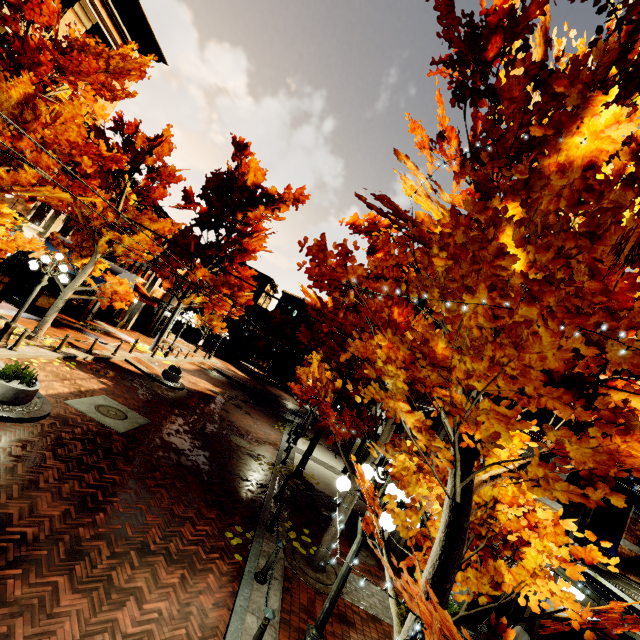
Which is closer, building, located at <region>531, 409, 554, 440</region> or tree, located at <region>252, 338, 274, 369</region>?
building, located at <region>531, 409, 554, 440</region>

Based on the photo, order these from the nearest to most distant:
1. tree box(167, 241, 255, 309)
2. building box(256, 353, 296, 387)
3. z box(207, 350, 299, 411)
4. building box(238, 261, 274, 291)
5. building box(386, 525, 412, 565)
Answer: building box(386, 525, 412, 565) → tree box(167, 241, 255, 309) → z box(207, 350, 299, 411) → building box(256, 353, 296, 387) → building box(238, 261, 274, 291)

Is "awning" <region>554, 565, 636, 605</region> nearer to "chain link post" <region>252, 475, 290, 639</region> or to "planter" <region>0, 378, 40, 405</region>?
"chain link post" <region>252, 475, 290, 639</region>

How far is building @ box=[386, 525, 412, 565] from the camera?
10.7 meters

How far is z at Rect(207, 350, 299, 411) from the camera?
33.91m

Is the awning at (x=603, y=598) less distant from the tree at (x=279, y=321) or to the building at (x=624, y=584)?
the building at (x=624, y=584)

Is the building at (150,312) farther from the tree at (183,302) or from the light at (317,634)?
the light at (317,634)

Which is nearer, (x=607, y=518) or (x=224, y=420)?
(x=607, y=518)
